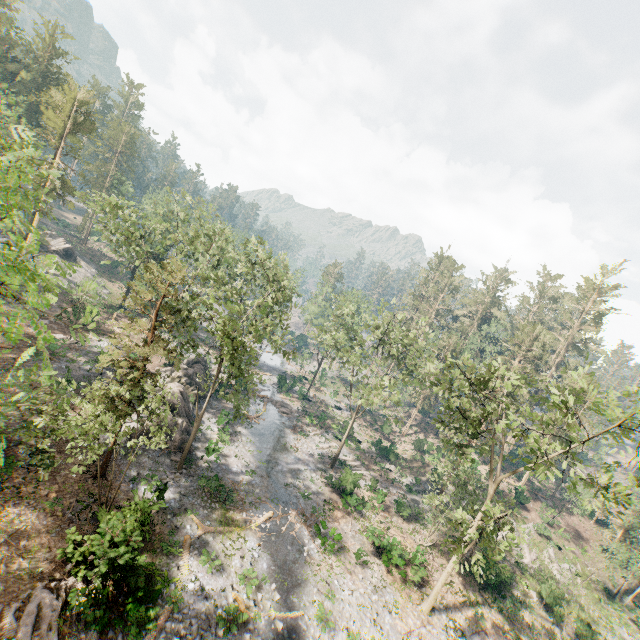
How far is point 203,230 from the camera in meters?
52.3

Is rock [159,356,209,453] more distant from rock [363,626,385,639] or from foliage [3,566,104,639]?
rock [363,626,385,639]

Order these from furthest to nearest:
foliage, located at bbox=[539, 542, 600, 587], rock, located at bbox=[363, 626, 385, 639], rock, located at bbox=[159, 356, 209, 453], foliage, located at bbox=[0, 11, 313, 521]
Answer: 1. foliage, located at bbox=[539, 542, 600, 587]
2. rock, located at bbox=[159, 356, 209, 453]
3. rock, located at bbox=[363, 626, 385, 639]
4. foliage, located at bbox=[0, 11, 313, 521]

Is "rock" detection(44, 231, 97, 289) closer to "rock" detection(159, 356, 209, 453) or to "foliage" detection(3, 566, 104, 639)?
"foliage" detection(3, 566, 104, 639)

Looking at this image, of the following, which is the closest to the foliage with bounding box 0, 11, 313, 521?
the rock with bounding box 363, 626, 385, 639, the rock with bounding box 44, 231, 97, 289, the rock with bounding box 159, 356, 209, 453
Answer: the rock with bounding box 44, 231, 97, 289

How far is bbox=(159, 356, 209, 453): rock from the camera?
27.5m

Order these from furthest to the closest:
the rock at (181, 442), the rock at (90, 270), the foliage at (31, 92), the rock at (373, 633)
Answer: the rock at (90, 270) → the rock at (181, 442) → the rock at (373, 633) → the foliage at (31, 92)

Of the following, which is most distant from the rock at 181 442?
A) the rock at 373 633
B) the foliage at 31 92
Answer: the rock at 373 633
